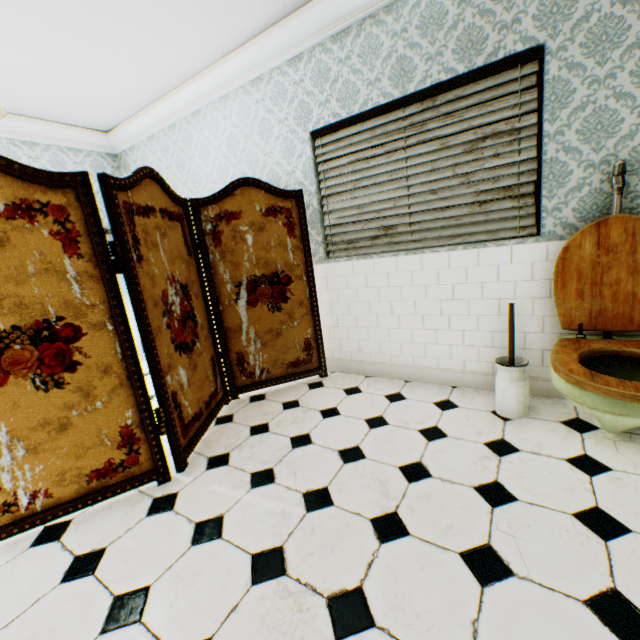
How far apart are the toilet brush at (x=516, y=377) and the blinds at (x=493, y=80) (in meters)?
0.61

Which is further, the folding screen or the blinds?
the blinds

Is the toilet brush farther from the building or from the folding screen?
the folding screen

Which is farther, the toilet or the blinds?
the blinds

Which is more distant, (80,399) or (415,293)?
(415,293)

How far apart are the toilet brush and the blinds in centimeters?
61cm

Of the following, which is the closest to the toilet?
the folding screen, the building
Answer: the building

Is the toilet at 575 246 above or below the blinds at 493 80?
below
